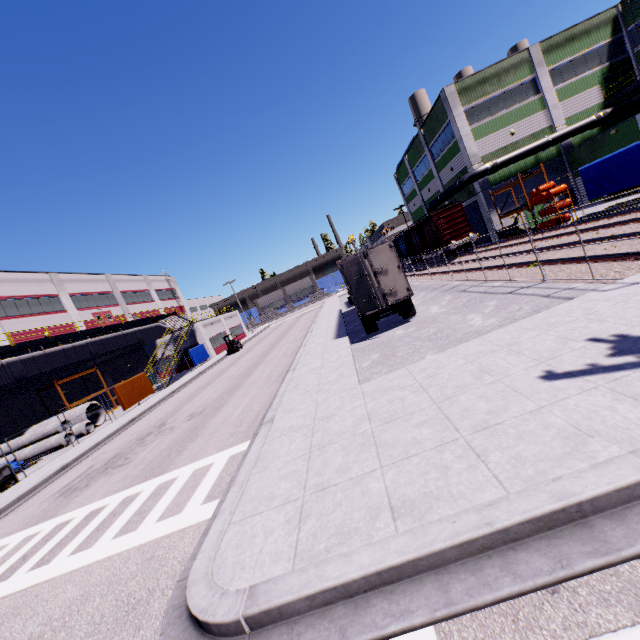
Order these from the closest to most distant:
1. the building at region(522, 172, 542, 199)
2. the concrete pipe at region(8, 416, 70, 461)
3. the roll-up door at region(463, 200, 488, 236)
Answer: the concrete pipe at region(8, 416, 70, 461)
the building at region(522, 172, 542, 199)
the roll-up door at region(463, 200, 488, 236)

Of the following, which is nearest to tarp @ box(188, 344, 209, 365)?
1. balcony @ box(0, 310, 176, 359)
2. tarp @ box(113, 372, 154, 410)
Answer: balcony @ box(0, 310, 176, 359)

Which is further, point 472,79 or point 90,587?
point 472,79

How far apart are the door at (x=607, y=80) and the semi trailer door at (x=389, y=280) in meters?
31.5 m

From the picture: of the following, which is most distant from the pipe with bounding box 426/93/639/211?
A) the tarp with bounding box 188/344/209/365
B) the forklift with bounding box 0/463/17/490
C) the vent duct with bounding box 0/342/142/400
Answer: the tarp with bounding box 188/344/209/365

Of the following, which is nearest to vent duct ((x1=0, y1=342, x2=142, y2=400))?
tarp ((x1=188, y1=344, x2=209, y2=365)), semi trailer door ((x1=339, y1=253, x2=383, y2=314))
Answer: tarp ((x1=188, y1=344, x2=209, y2=365))

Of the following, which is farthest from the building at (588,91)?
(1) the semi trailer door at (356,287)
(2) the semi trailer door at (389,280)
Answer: (2) the semi trailer door at (389,280)

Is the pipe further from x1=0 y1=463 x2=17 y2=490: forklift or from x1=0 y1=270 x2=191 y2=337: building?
x1=0 y1=463 x2=17 y2=490: forklift
